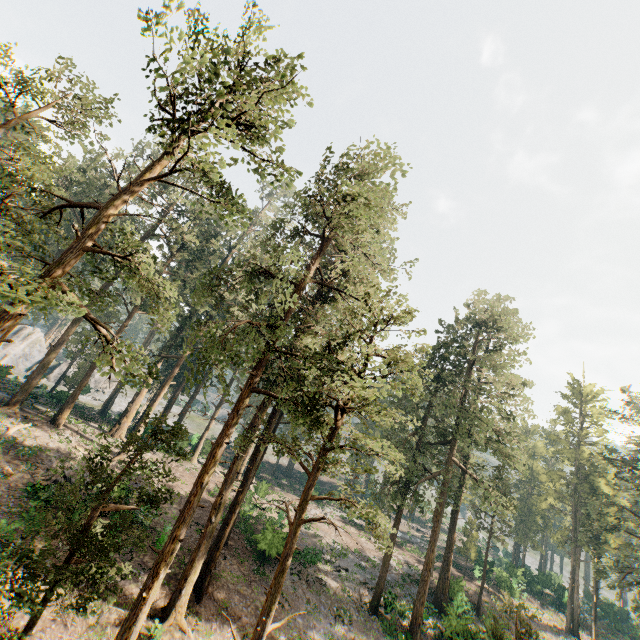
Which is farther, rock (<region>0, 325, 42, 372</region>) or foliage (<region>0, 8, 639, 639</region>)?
rock (<region>0, 325, 42, 372</region>)

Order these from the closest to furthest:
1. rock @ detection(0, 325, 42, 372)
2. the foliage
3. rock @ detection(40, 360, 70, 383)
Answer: the foliage → rock @ detection(0, 325, 42, 372) → rock @ detection(40, 360, 70, 383)

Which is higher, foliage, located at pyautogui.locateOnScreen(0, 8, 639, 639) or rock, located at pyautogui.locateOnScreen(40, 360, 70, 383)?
foliage, located at pyautogui.locateOnScreen(0, 8, 639, 639)

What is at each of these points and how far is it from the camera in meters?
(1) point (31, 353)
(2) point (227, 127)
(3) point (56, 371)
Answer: (1) rock, 57.3
(2) foliage, 12.9
(3) rock, 55.5

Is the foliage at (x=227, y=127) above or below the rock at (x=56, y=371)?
above

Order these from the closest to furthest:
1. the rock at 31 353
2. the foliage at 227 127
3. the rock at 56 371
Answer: the foliage at 227 127, the rock at 31 353, the rock at 56 371

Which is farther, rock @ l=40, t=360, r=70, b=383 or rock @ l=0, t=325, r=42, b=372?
rock @ l=40, t=360, r=70, b=383
